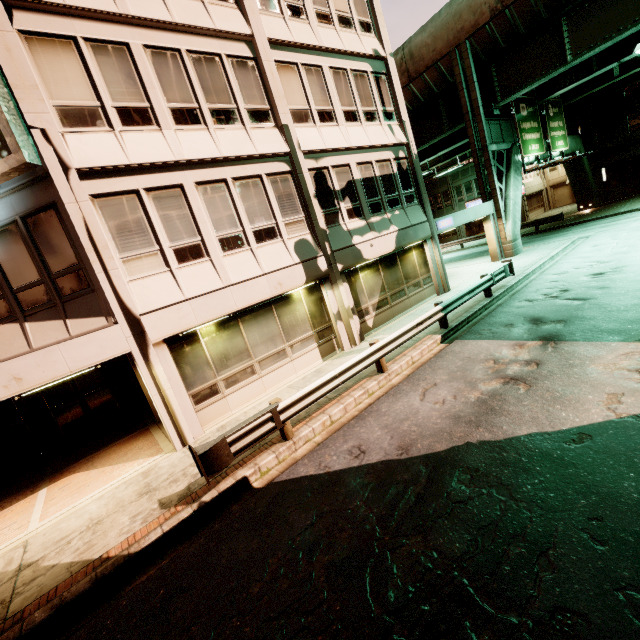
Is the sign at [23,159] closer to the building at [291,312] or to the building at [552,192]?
the building at [291,312]

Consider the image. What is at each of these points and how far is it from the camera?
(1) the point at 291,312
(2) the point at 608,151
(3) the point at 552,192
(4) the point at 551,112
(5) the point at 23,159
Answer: (1) building, 11.5m
(2) building, 30.9m
(3) building, 43.8m
(4) sign, 23.8m
(5) sign, 7.1m

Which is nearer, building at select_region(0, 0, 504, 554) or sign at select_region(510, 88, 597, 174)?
building at select_region(0, 0, 504, 554)

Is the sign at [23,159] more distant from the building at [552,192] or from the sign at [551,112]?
the building at [552,192]

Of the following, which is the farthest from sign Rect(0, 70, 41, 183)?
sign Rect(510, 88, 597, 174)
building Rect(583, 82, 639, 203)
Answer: building Rect(583, 82, 639, 203)

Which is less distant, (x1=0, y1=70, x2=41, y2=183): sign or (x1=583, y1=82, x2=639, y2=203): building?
(x1=0, y1=70, x2=41, y2=183): sign

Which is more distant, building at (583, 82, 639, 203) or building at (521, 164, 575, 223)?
building at (521, 164, 575, 223)

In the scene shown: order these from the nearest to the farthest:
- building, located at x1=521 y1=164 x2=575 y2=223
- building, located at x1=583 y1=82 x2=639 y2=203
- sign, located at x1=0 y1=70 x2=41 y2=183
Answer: sign, located at x1=0 y1=70 x2=41 y2=183 < building, located at x1=583 y1=82 x2=639 y2=203 < building, located at x1=521 y1=164 x2=575 y2=223
